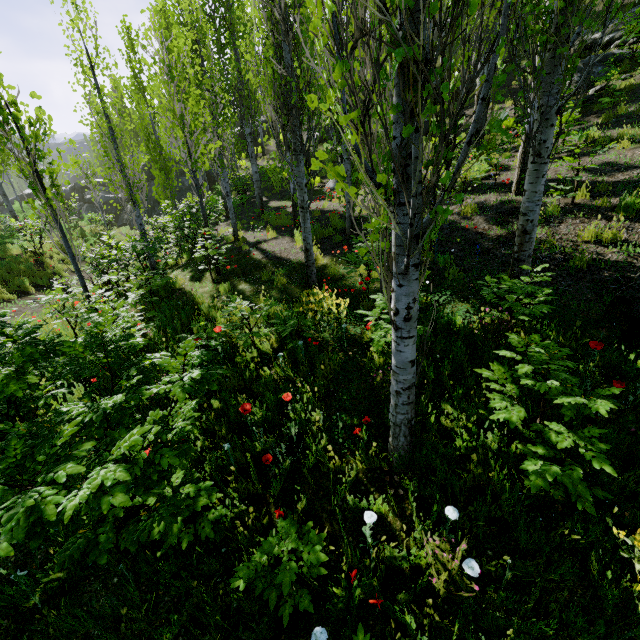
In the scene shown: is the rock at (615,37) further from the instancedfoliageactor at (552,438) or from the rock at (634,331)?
the rock at (634,331)

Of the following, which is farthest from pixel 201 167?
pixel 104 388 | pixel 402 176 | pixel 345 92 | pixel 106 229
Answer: pixel 106 229

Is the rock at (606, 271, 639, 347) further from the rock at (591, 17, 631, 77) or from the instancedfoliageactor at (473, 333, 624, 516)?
the rock at (591, 17, 631, 77)

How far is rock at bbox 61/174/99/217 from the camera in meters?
28.3

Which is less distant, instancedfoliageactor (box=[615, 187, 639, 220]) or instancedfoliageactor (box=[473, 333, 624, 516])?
instancedfoliageactor (box=[473, 333, 624, 516])

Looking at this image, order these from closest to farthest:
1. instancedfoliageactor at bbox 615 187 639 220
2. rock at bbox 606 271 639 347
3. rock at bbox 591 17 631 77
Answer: rock at bbox 606 271 639 347
instancedfoliageactor at bbox 615 187 639 220
rock at bbox 591 17 631 77

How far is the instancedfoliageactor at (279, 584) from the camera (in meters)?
2.19
